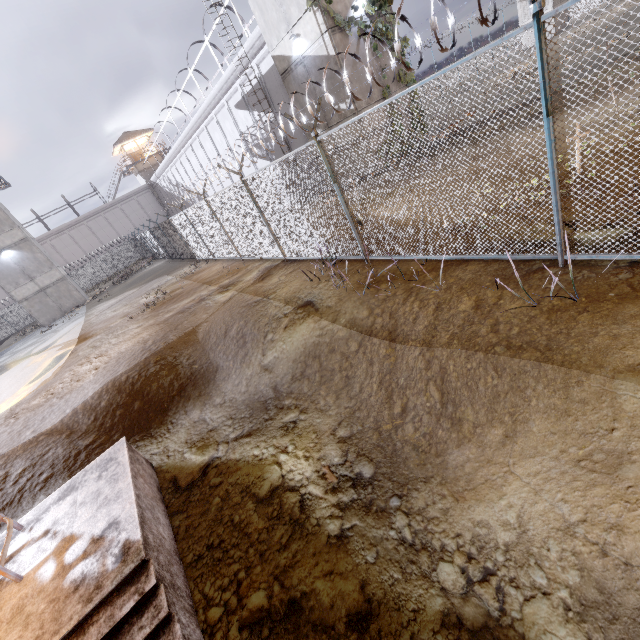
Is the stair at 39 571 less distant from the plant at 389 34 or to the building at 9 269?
the plant at 389 34

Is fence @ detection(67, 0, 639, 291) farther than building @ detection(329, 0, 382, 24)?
No

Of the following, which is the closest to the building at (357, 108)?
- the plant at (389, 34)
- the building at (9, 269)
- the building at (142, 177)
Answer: the plant at (389, 34)

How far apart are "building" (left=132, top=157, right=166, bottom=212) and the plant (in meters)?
44.07

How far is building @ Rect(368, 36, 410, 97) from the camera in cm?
1395

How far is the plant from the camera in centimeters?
1361cm

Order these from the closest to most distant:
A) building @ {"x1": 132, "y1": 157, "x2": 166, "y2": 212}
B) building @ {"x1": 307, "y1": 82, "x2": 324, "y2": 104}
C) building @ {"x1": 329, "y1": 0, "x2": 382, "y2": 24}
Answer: building @ {"x1": 329, "y1": 0, "x2": 382, "y2": 24} < building @ {"x1": 307, "y1": 82, "x2": 324, "y2": 104} < building @ {"x1": 132, "y1": 157, "x2": 166, "y2": 212}

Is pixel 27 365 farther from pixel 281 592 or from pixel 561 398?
pixel 561 398
